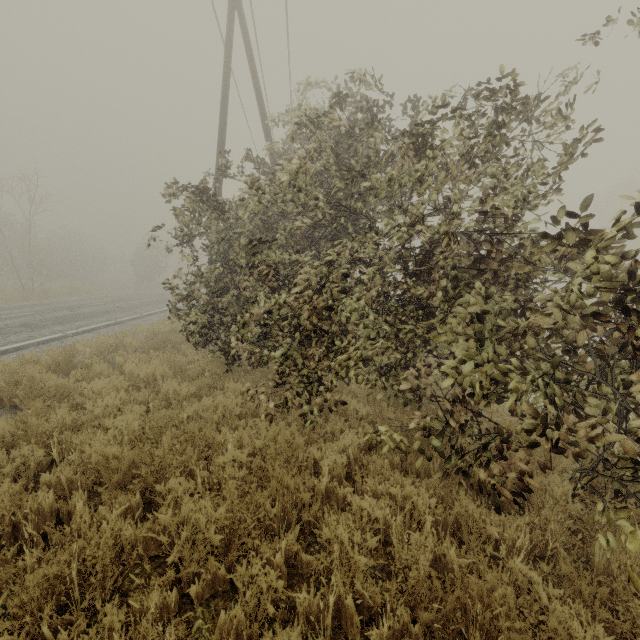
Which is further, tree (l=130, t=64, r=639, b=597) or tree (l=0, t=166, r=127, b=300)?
tree (l=0, t=166, r=127, b=300)

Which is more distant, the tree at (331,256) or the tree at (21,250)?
the tree at (21,250)

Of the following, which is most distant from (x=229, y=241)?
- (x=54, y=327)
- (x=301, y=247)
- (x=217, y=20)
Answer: (x=217, y=20)
